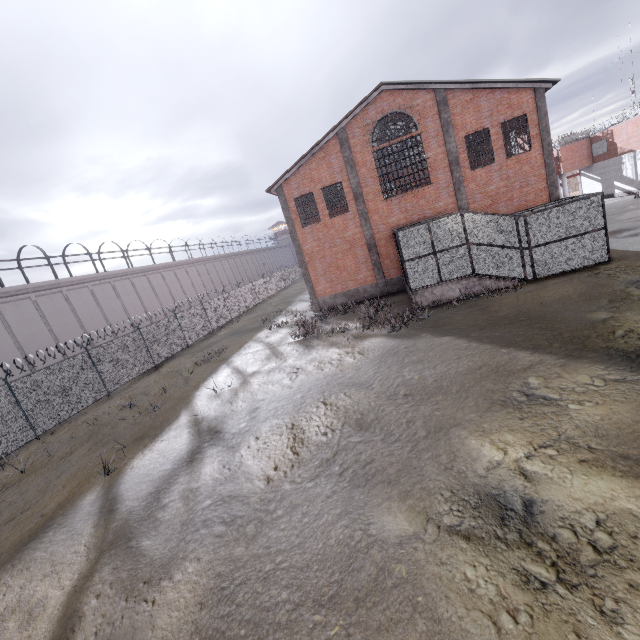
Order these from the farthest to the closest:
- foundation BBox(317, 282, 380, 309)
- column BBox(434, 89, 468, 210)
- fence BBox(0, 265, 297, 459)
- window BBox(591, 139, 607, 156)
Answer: window BBox(591, 139, 607, 156) < foundation BBox(317, 282, 380, 309) < column BBox(434, 89, 468, 210) < fence BBox(0, 265, 297, 459)

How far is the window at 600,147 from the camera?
35.2 meters

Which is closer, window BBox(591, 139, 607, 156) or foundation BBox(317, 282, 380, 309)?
foundation BBox(317, 282, 380, 309)

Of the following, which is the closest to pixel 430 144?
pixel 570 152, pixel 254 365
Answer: pixel 254 365

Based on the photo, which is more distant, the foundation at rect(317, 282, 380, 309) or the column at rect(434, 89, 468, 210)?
the foundation at rect(317, 282, 380, 309)

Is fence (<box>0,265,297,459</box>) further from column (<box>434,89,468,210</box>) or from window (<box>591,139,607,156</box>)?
column (<box>434,89,468,210</box>)

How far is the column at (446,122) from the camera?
18.6 meters

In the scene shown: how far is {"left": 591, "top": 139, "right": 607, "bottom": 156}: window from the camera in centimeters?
3519cm
